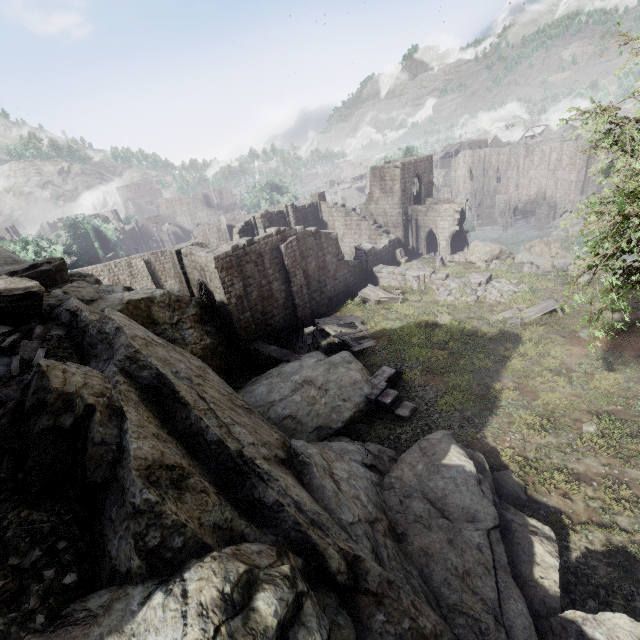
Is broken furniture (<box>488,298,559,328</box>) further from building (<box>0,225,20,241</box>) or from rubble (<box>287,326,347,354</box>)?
rubble (<box>287,326,347,354</box>)

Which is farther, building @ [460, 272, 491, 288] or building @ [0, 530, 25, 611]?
building @ [460, 272, 491, 288]

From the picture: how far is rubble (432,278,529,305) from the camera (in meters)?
21.82

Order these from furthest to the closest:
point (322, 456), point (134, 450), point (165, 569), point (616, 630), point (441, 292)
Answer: point (441, 292), point (322, 456), point (616, 630), point (134, 450), point (165, 569)

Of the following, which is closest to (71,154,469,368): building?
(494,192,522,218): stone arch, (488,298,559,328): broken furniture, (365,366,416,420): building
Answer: (494,192,522,218): stone arch

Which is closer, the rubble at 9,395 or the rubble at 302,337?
the rubble at 9,395

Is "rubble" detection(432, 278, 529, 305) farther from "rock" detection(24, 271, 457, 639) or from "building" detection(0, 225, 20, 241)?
"rock" detection(24, 271, 457, 639)

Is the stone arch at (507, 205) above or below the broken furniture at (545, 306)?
below
